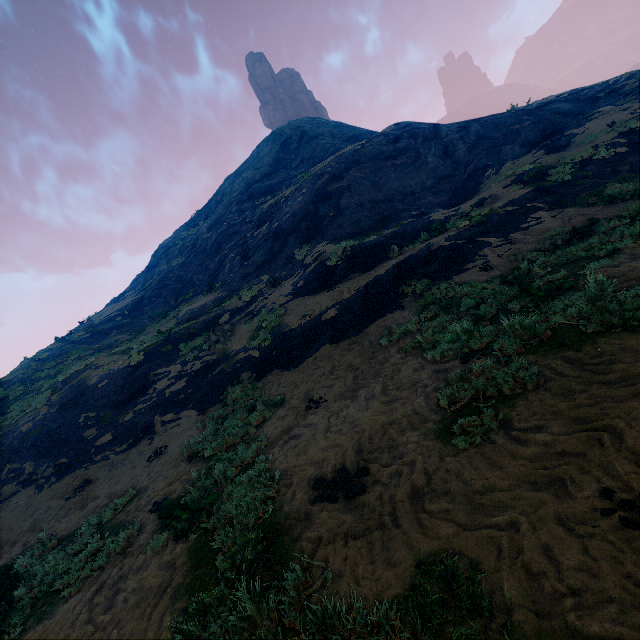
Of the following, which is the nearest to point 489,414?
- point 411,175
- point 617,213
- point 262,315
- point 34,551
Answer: point 617,213
